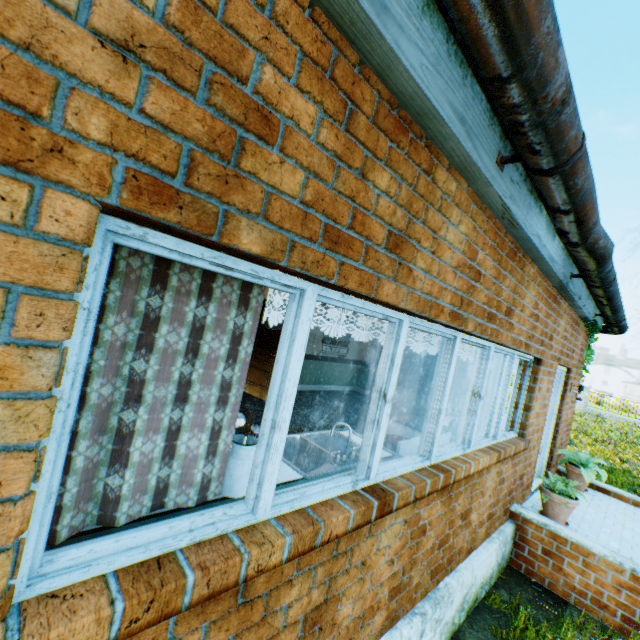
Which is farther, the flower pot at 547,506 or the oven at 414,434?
the flower pot at 547,506

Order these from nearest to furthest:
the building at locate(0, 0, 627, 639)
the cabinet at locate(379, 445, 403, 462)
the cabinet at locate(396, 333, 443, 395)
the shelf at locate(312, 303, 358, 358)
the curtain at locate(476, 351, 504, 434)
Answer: the building at locate(0, 0, 627, 639), the cabinet at locate(379, 445, 403, 462), the curtain at locate(476, 351, 504, 434), the shelf at locate(312, 303, 358, 358), the cabinet at locate(396, 333, 443, 395)

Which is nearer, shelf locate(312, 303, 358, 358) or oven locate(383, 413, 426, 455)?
oven locate(383, 413, 426, 455)

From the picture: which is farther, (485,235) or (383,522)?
(485,235)

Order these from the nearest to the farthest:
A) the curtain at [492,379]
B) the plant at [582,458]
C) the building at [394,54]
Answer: the building at [394,54] → the curtain at [492,379] → the plant at [582,458]

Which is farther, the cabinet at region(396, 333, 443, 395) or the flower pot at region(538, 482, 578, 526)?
the cabinet at region(396, 333, 443, 395)

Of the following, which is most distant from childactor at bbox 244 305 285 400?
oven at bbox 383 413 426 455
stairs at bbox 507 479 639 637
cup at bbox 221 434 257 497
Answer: cup at bbox 221 434 257 497

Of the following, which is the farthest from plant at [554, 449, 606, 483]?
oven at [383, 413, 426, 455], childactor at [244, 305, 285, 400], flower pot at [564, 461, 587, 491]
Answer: childactor at [244, 305, 285, 400]
